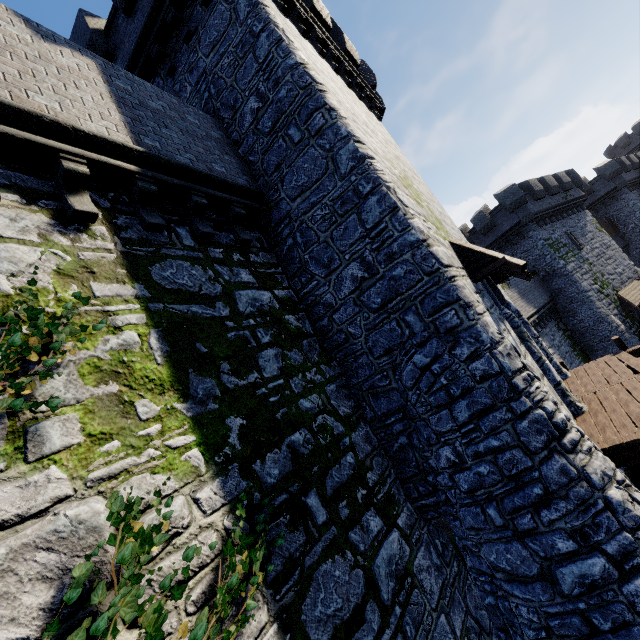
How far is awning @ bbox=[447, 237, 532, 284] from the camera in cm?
683

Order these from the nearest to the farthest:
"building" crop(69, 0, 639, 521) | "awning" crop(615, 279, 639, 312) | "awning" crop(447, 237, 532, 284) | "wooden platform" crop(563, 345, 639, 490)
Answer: "wooden platform" crop(563, 345, 639, 490) → "building" crop(69, 0, 639, 521) → "awning" crop(447, 237, 532, 284) → "awning" crop(615, 279, 639, 312)

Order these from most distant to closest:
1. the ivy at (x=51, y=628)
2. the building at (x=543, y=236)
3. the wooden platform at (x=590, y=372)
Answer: the building at (x=543, y=236) → the wooden platform at (x=590, y=372) → the ivy at (x=51, y=628)

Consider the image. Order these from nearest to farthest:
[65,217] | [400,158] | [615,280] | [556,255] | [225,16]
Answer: [65,217]
[225,16]
[400,158]
[556,255]
[615,280]

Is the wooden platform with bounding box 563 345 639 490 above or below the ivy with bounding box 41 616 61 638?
below

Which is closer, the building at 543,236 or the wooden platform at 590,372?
the wooden platform at 590,372

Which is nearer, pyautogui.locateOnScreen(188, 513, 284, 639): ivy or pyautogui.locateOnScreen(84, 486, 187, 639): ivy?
pyautogui.locateOnScreen(84, 486, 187, 639): ivy

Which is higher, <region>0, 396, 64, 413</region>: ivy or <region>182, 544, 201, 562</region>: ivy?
<region>0, 396, 64, 413</region>: ivy
